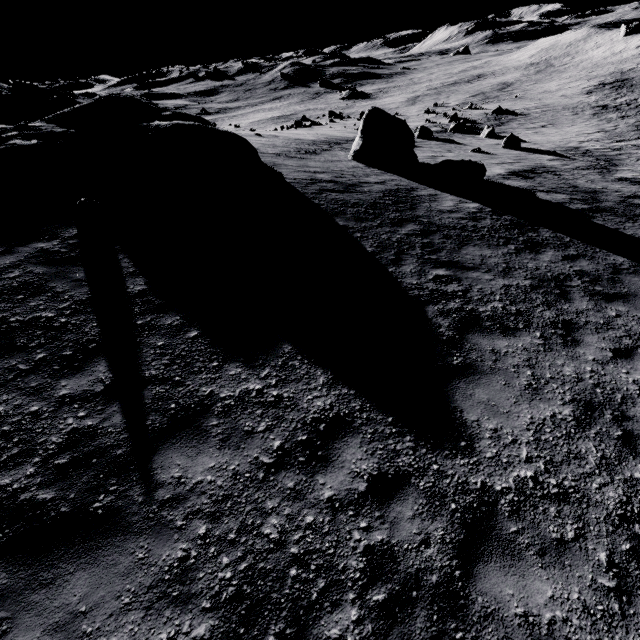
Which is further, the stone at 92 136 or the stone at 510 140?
the stone at 510 140

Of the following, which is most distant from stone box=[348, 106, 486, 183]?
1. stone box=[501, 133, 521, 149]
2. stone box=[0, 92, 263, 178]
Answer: stone box=[501, 133, 521, 149]

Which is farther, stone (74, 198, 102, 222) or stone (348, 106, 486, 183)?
stone (348, 106, 486, 183)

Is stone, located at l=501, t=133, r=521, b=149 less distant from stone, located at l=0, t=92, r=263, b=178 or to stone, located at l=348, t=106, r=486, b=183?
stone, located at l=348, t=106, r=486, b=183

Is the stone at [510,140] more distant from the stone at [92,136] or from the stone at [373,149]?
the stone at [92,136]

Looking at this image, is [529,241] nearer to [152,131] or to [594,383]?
[594,383]
